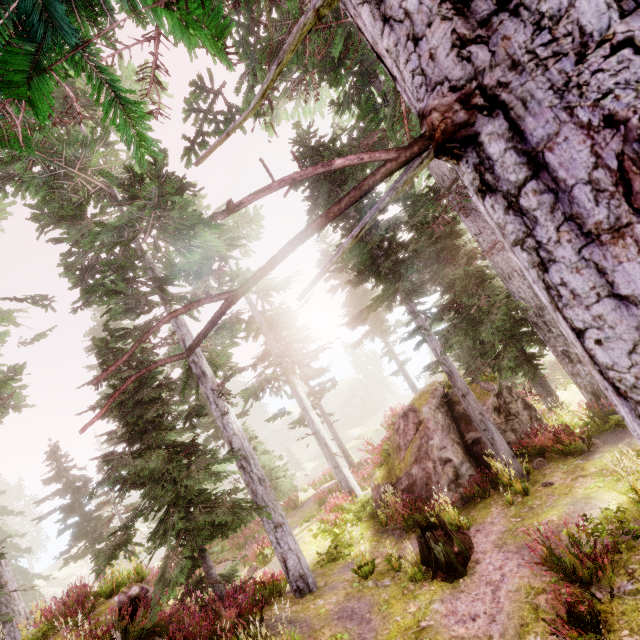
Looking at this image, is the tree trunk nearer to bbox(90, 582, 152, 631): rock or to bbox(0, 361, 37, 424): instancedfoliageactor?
bbox(0, 361, 37, 424): instancedfoliageactor

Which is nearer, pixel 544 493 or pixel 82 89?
pixel 544 493

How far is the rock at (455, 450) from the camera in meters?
11.4

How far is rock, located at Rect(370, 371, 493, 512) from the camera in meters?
11.4 m

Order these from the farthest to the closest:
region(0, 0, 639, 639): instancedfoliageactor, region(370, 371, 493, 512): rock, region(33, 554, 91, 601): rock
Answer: region(33, 554, 91, 601): rock → region(370, 371, 493, 512): rock → region(0, 0, 639, 639): instancedfoliageactor

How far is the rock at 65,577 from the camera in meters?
52.1 m

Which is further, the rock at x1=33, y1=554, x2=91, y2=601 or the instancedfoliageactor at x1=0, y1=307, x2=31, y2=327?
the rock at x1=33, y1=554, x2=91, y2=601

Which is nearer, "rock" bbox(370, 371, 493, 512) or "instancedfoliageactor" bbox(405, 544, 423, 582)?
"instancedfoliageactor" bbox(405, 544, 423, 582)
